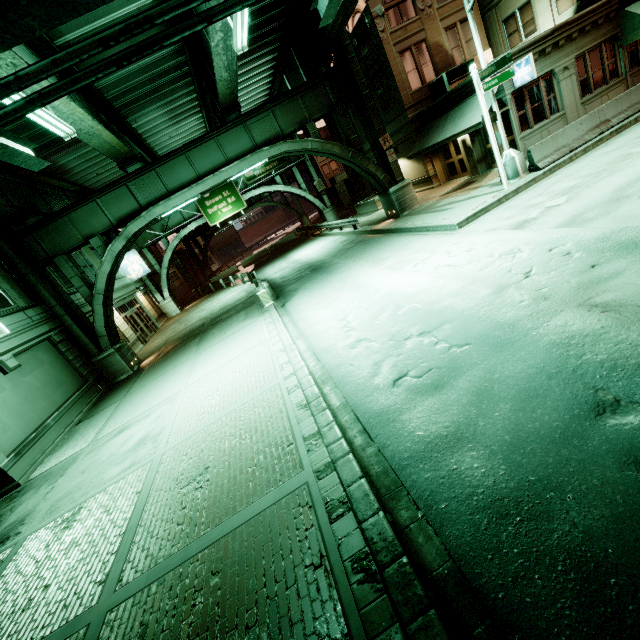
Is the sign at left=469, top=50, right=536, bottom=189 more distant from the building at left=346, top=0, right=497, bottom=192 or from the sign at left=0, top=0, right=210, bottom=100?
the sign at left=0, top=0, right=210, bottom=100

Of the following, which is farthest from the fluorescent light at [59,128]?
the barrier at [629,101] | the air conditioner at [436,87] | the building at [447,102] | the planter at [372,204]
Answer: the planter at [372,204]

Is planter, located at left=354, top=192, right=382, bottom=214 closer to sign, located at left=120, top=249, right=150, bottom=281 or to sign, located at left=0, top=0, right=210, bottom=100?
sign, located at left=120, top=249, right=150, bottom=281

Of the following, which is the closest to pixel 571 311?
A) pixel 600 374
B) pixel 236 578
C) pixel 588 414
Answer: pixel 600 374

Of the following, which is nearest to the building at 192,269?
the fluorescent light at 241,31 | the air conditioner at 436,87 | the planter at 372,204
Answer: the planter at 372,204

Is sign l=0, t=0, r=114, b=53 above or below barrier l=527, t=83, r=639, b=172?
above

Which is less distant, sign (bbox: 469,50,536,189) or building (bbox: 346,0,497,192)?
sign (bbox: 469,50,536,189)

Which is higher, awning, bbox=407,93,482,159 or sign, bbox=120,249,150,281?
sign, bbox=120,249,150,281
